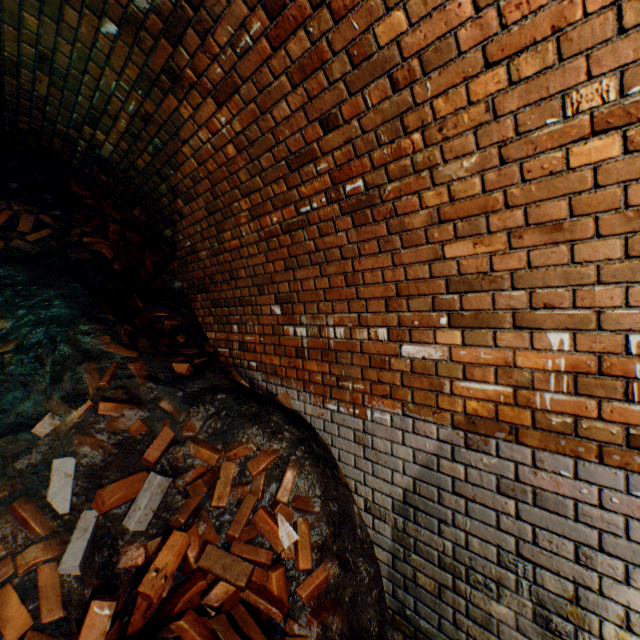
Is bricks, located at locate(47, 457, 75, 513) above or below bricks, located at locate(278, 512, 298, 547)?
above

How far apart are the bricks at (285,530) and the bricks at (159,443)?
0.77m

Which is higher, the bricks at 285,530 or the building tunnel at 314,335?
the building tunnel at 314,335

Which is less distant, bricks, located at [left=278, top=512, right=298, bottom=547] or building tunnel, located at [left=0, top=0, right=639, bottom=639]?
building tunnel, located at [left=0, top=0, right=639, bottom=639]

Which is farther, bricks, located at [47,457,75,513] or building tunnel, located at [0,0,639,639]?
bricks, located at [47,457,75,513]

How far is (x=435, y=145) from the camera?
1.5 meters

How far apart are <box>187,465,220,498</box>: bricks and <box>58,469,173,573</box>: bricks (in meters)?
0.21
